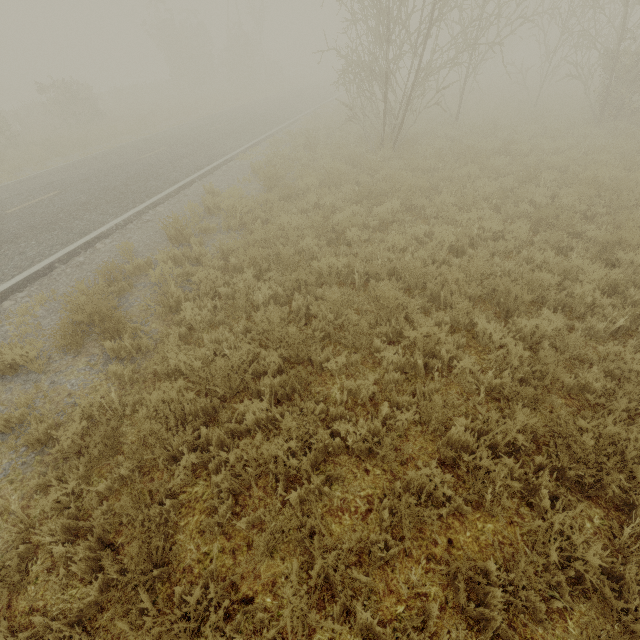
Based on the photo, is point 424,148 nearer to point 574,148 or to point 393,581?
point 574,148
